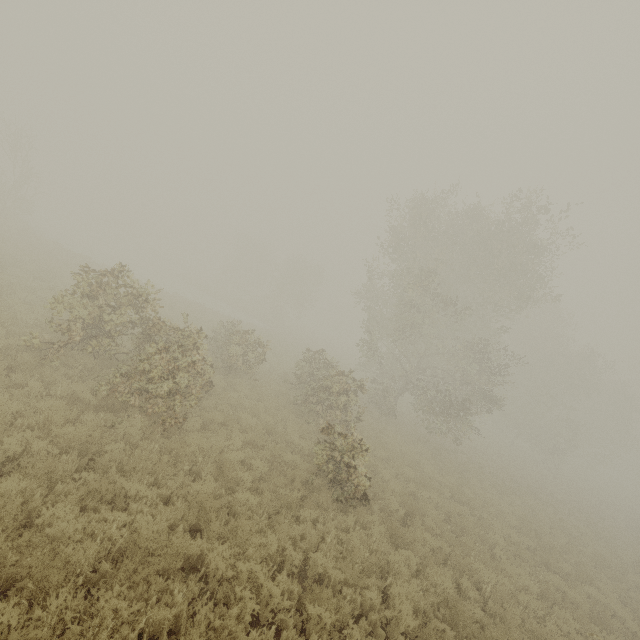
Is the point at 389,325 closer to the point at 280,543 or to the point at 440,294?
the point at 440,294

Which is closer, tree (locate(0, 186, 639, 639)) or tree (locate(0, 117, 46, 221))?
tree (locate(0, 186, 639, 639))

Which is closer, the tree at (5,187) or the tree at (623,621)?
the tree at (623,621)
